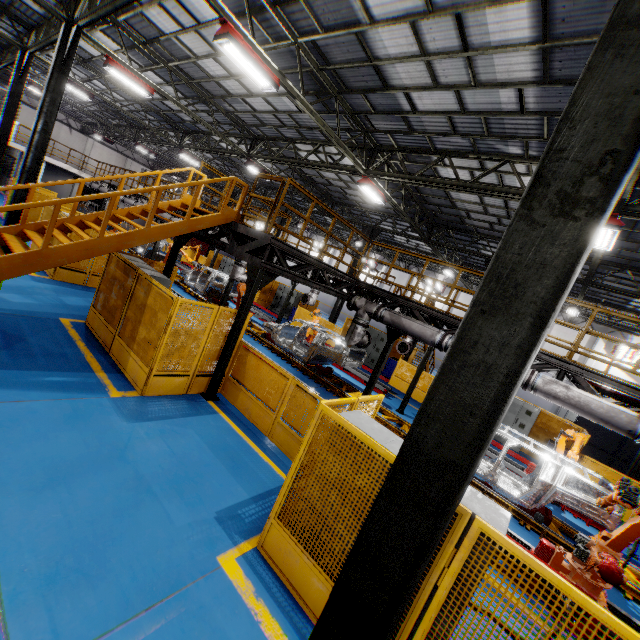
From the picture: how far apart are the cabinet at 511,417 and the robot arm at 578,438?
3.5 meters

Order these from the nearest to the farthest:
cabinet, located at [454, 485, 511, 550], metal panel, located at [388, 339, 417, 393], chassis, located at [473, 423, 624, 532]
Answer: cabinet, located at [454, 485, 511, 550] < chassis, located at [473, 423, 624, 532] < metal panel, located at [388, 339, 417, 393]

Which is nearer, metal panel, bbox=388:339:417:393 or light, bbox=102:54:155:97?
light, bbox=102:54:155:97

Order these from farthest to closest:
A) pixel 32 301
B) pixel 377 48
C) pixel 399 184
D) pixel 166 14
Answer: pixel 399 184 < pixel 166 14 < pixel 32 301 < pixel 377 48

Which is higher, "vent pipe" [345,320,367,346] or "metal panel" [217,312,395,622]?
"vent pipe" [345,320,367,346]

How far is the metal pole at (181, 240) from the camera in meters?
9.6 m

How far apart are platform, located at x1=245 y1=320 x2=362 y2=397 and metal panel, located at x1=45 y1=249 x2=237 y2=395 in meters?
4.6

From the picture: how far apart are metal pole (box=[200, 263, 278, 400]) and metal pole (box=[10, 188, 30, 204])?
9.5m
